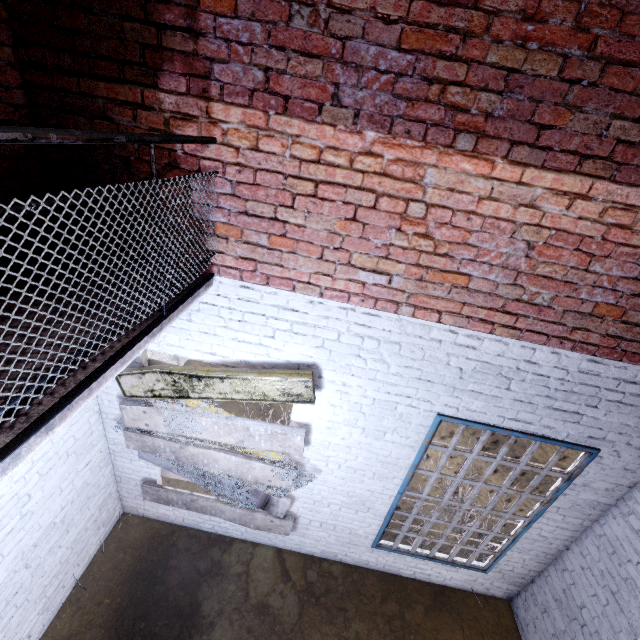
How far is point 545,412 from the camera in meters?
3.0 m

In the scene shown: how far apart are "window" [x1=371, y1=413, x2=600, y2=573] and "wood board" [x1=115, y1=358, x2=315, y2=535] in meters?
1.2 m

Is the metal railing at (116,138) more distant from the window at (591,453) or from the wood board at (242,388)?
the window at (591,453)

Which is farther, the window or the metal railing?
the window

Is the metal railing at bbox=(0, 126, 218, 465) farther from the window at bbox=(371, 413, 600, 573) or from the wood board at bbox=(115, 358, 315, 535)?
the window at bbox=(371, 413, 600, 573)

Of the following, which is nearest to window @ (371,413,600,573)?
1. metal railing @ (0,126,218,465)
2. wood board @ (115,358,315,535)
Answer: wood board @ (115,358,315,535)

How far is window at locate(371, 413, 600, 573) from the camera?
3.1 meters
